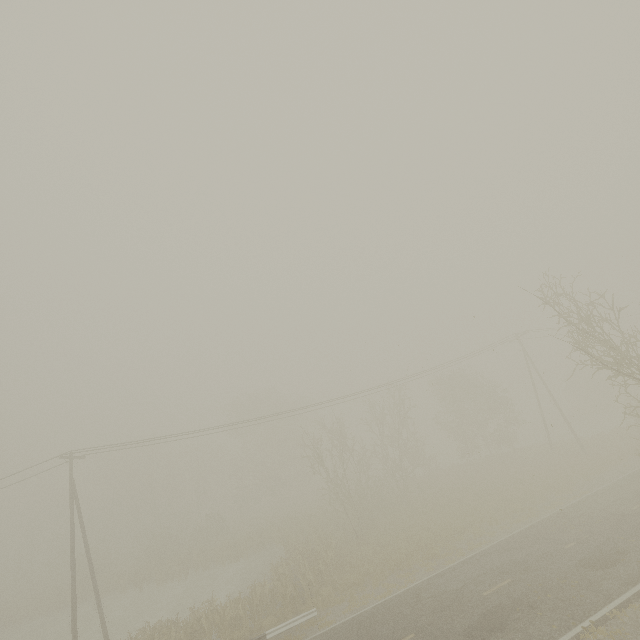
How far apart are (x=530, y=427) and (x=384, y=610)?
49.5 meters
